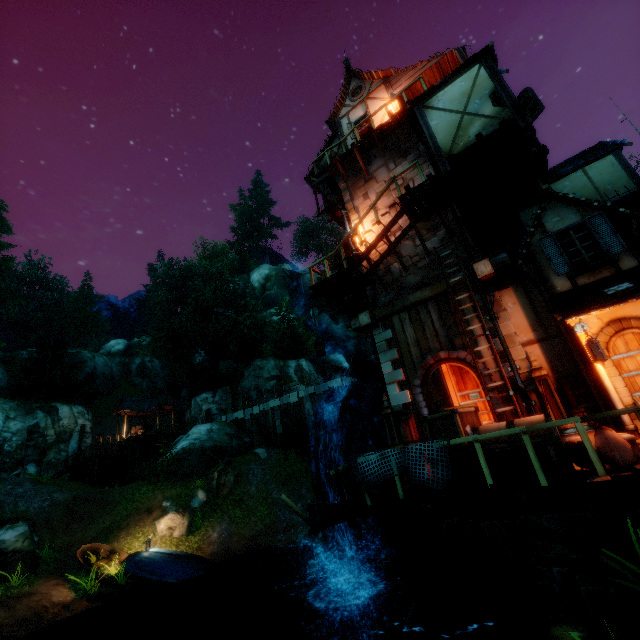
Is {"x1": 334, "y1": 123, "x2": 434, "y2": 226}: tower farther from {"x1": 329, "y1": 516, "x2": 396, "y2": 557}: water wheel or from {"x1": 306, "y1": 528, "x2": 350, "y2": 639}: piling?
{"x1": 306, "y1": 528, "x2": 350, "y2": 639}: piling

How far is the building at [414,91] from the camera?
15.52m

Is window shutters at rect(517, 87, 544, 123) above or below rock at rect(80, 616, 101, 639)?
above

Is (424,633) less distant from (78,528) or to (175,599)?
(175,599)

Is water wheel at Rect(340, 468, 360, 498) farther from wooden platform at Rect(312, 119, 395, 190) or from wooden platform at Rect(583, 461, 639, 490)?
wooden platform at Rect(312, 119, 395, 190)

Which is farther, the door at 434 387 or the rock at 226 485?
the rock at 226 485

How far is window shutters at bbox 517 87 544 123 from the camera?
10.97m

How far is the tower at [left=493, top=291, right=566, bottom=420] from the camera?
8.0 meters
